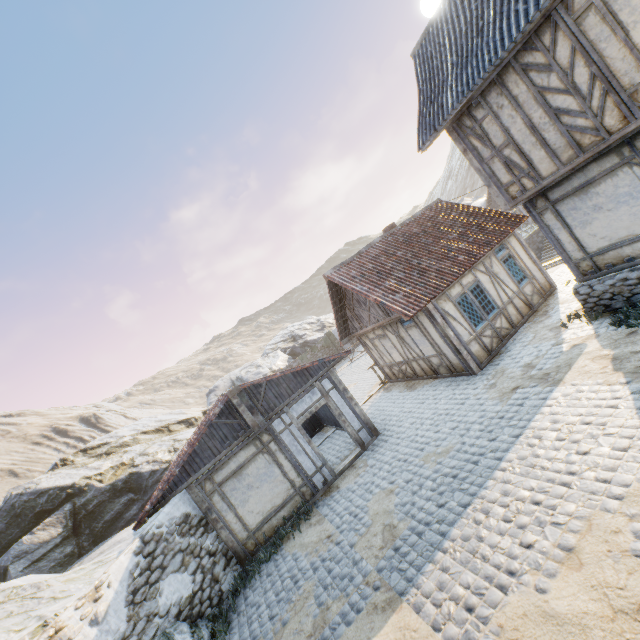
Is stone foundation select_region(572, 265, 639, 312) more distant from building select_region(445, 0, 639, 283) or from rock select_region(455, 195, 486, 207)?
rock select_region(455, 195, 486, 207)

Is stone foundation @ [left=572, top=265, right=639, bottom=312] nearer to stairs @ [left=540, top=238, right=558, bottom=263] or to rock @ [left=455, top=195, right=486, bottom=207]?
stairs @ [left=540, top=238, right=558, bottom=263]

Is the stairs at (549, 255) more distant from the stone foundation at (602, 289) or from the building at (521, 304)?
the stone foundation at (602, 289)

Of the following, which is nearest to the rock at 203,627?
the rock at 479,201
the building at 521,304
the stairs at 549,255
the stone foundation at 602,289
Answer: the rock at 479,201

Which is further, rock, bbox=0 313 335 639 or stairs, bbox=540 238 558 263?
stairs, bbox=540 238 558 263

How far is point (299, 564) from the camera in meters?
8.0 m

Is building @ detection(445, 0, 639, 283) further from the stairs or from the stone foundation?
the stairs

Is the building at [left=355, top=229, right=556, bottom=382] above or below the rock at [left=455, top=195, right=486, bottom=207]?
below
